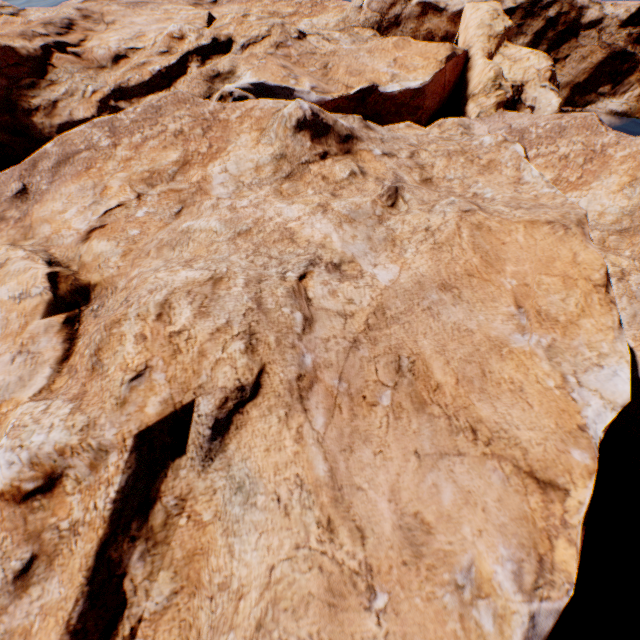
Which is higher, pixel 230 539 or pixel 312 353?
pixel 312 353
